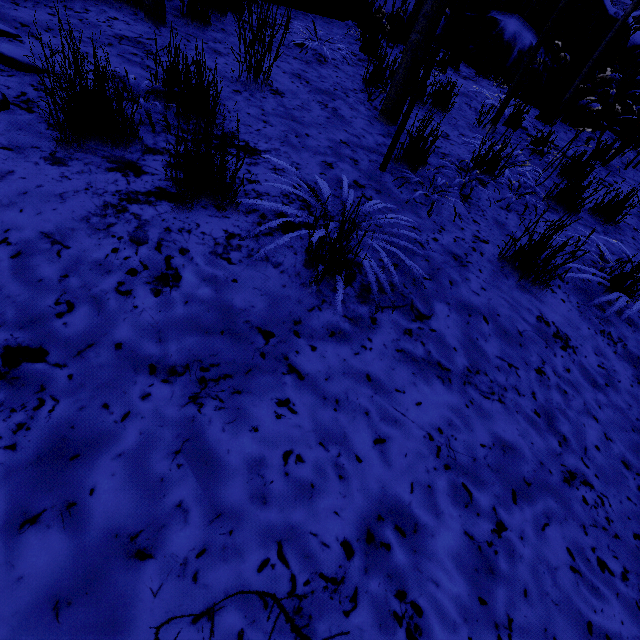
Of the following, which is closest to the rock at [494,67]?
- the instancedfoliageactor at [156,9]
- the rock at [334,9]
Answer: the instancedfoliageactor at [156,9]

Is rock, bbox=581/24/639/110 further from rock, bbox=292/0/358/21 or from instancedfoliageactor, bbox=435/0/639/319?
rock, bbox=292/0/358/21

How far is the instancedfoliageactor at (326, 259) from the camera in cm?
136

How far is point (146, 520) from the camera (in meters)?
0.87

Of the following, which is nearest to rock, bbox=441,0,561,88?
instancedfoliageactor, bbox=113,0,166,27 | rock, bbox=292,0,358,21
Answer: instancedfoliageactor, bbox=113,0,166,27

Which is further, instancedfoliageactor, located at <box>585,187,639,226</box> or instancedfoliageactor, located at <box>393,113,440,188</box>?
instancedfoliageactor, located at <box>585,187,639,226</box>
